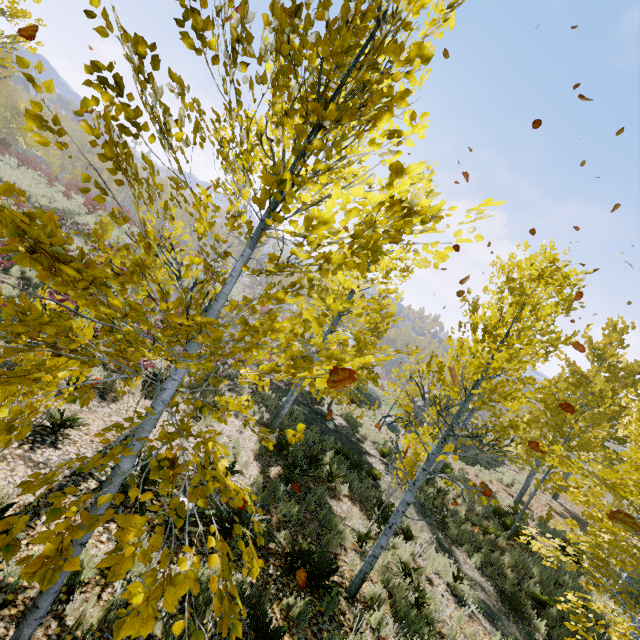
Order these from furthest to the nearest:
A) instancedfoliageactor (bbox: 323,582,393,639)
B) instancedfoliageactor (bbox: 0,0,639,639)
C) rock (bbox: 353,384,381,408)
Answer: rock (bbox: 353,384,381,408) < instancedfoliageactor (bbox: 323,582,393,639) < instancedfoliageactor (bbox: 0,0,639,639)

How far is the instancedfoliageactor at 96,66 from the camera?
1.9 meters

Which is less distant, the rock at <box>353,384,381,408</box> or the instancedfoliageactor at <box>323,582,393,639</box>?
the instancedfoliageactor at <box>323,582,393,639</box>

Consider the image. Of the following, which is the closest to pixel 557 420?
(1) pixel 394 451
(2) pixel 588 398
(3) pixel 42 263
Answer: (2) pixel 588 398

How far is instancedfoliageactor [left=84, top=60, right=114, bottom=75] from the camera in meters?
1.9 m

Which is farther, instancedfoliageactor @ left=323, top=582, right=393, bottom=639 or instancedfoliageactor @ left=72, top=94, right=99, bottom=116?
instancedfoliageactor @ left=323, top=582, right=393, bottom=639

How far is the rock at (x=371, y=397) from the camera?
23.8m
